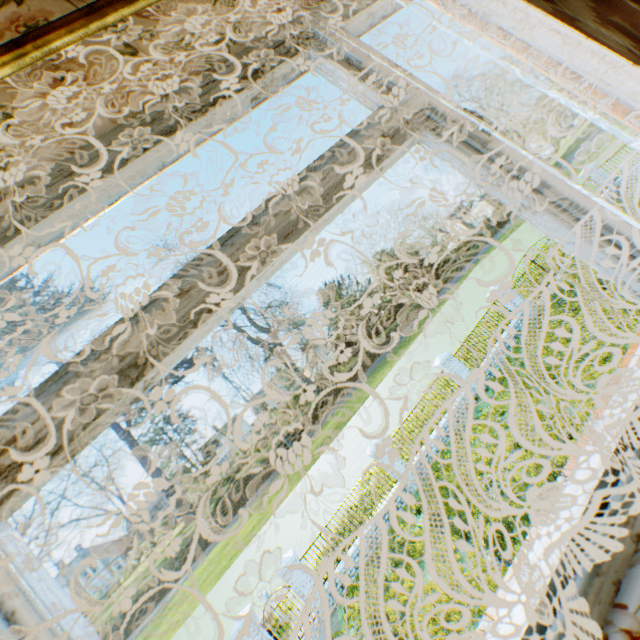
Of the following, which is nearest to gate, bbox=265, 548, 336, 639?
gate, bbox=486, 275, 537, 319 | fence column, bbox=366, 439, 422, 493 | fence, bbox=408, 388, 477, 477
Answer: fence column, bbox=366, 439, 422, 493

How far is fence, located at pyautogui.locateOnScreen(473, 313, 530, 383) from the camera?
15.5m

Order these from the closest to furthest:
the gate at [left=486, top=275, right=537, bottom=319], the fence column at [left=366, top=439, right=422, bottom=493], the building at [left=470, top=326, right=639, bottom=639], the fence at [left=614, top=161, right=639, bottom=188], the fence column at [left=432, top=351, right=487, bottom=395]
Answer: the building at [left=470, top=326, right=639, bottom=639] → the fence column at [left=366, top=439, right=422, bottom=493] → the fence column at [left=432, top=351, right=487, bottom=395] → the gate at [left=486, top=275, right=537, bottom=319] → the fence at [left=614, top=161, right=639, bottom=188]

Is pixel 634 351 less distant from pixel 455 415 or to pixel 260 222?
pixel 260 222

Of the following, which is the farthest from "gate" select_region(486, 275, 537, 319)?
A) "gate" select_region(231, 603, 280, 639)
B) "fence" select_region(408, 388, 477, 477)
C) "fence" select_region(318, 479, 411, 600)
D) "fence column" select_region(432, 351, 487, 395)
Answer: "gate" select_region(231, 603, 280, 639)

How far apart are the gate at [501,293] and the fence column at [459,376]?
4.4 meters

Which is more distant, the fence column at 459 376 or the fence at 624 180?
the fence at 624 180

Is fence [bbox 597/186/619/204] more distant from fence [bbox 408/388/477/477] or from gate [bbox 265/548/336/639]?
gate [bbox 265/548/336/639]
